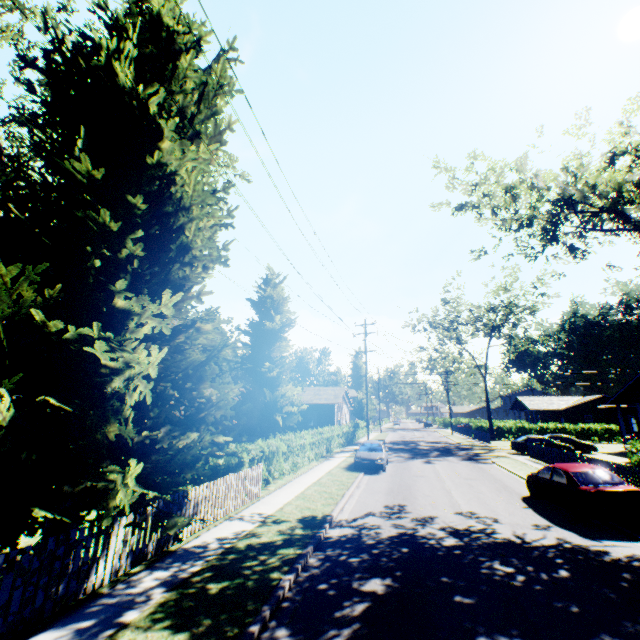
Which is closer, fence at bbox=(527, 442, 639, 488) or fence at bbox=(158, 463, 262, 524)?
fence at bbox=(158, 463, 262, 524)

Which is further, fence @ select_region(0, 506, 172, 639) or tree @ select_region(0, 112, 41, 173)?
tree @ select_region(0, 112, 41, 173)

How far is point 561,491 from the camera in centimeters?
1151cm

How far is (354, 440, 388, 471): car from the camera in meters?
19.2

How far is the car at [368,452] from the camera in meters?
19.2 m

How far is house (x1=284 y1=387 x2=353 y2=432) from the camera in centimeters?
3681cm

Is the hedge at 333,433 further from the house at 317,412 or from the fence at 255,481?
the fence at 255,481

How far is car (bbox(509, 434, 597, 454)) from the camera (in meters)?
28.62
